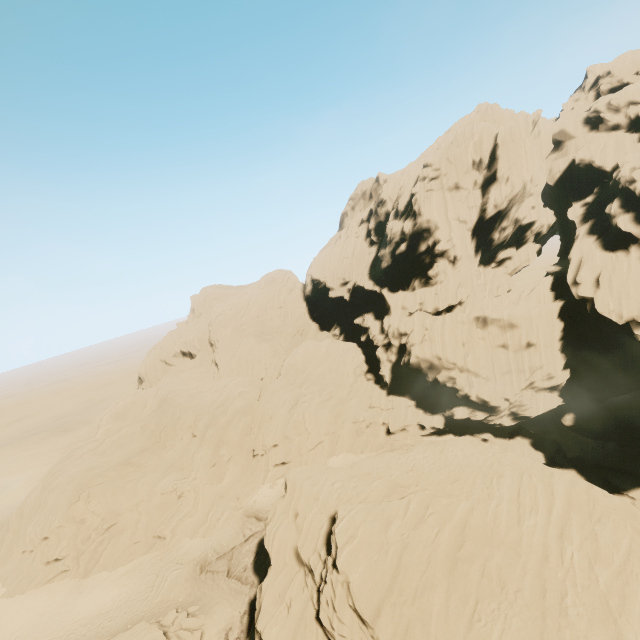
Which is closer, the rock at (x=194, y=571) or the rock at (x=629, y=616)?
the rock at (x=629, y=616)

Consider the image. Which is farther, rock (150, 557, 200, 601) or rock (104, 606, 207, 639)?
rock (150, 557, 200, 601)

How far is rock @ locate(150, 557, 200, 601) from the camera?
31.4 meters

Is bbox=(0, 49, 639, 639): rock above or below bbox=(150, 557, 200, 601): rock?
above

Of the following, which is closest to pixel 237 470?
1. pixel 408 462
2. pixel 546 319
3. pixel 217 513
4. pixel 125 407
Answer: pixel 217 513
